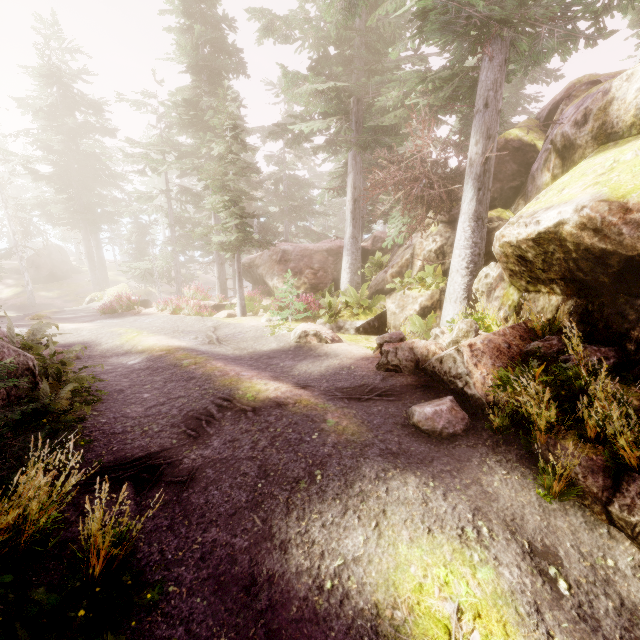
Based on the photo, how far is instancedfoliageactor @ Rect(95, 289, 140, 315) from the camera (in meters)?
18.75

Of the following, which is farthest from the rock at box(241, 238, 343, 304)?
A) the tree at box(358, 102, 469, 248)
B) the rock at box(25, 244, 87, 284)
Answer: the rock at box(25, 244, 87, 284)

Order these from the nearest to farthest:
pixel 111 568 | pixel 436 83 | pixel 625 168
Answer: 1. pixel 111 568
2. pixel 625 168
3. pixel 436 83

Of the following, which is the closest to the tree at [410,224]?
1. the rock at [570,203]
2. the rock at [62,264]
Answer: the rock at [570,203]

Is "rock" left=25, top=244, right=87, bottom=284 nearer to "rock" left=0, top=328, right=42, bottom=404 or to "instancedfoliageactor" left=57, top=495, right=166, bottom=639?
"instancedfoliageactor" left=57, top=495, right=166, bottom=639

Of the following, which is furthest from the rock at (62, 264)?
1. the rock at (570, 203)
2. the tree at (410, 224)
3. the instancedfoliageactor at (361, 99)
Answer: the tree at (410, 224)
